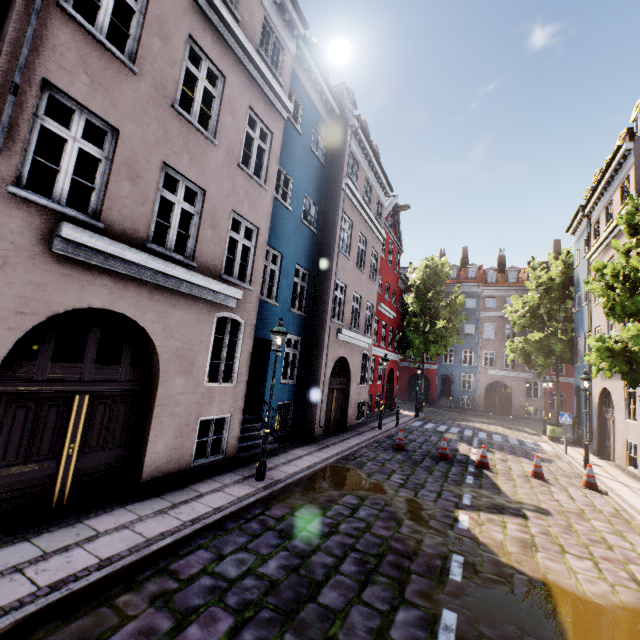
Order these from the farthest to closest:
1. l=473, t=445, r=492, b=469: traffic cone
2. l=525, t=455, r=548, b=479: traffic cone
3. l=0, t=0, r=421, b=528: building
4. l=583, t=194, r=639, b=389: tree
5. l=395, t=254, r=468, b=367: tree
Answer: l=395, t=254, r=468, b=367: tree, l=473, t=445, r=492, b=469: traffic cone, l=525, t=455, r=548, b=479: traffic cone, l=583, t=194, r=639, b=389: tree, l=0, t=0, r=421, b=528: building

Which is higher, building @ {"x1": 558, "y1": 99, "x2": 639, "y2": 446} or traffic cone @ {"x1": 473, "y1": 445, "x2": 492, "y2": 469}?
building @ {"x1": 558, "y1": 99, "x2": 639, "y2": 446}

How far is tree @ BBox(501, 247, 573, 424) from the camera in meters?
21.8 m

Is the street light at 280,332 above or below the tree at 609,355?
below

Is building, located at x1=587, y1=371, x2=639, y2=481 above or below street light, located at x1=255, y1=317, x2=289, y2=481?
below

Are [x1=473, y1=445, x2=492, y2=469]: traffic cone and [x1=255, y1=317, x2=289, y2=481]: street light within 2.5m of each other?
no

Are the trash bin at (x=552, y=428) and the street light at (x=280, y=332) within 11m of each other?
no

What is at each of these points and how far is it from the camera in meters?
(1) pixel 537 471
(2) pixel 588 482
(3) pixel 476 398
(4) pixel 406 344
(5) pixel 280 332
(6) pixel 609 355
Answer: (1) traffic cone, 10.9 m
(2) traffic cone, 10.4 m
(3) building, 34.0 m
(4) tree, 26.5 m
(5) street light, 7.9 m
(6) tree, 10.3 m
